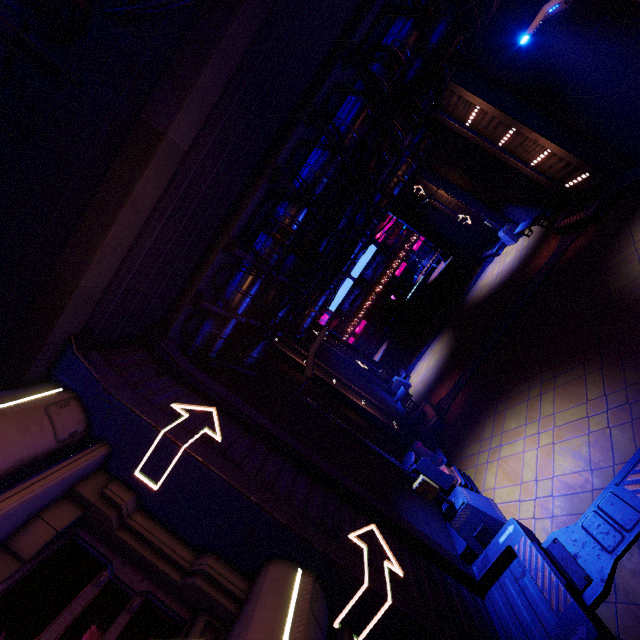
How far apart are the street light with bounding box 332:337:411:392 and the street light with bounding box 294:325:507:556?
12.20m

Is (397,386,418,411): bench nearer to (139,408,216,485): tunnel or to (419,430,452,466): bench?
(419,430,452,466): bench

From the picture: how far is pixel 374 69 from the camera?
7.9 meters

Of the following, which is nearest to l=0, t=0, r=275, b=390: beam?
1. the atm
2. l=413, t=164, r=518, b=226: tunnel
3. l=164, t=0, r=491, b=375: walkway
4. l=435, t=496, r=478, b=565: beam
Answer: l=164, t=0, r=491, b=375: walkway

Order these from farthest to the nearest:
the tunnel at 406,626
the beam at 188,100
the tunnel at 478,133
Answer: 1. the tunnel at 478,133
2. the tunnel at 406,626
3. the beam at 188,100

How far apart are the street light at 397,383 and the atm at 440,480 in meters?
10.8

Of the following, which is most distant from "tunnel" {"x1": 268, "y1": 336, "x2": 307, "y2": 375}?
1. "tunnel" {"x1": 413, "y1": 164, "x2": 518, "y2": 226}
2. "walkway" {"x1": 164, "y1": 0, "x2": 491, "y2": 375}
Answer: "tunnel" {"x1": 413, "y1": 164, "x2": 518, "y2": 226}

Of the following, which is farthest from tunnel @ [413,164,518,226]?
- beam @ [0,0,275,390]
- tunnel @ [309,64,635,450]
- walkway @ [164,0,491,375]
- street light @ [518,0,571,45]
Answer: beam @ [0,0,275,390]
